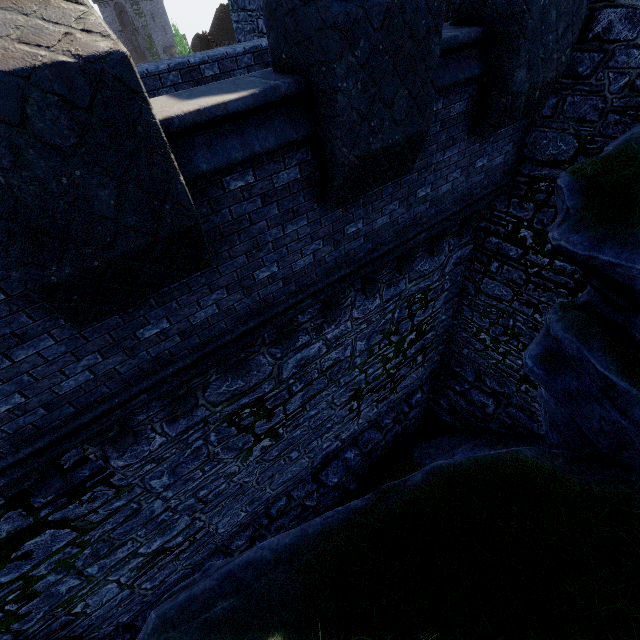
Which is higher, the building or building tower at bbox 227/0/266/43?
building tower at bbox 227/0/266/43

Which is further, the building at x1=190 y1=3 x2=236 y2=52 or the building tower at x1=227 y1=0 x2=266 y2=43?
the building at x1=190 y1=3 x2=236 y2=52

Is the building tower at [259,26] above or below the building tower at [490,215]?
above

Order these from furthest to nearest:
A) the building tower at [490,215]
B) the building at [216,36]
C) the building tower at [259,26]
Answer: the building at [216,36] < the building tower at [259,26] < the building tower at [490,215]

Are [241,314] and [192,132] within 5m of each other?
yes

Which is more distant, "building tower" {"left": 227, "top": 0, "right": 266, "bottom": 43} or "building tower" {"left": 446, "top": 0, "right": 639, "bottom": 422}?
"building tower" {"left": 227, "top": 0, "right": 266, "bottom": 43}

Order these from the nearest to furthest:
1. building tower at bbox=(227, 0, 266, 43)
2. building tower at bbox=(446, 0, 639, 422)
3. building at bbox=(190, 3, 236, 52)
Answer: building tower at bbox=(446, 0, 639, 422) < building tower at bbox=(227, 0, 266, 43) < building at bbox=(190, 3, 236, 52)
